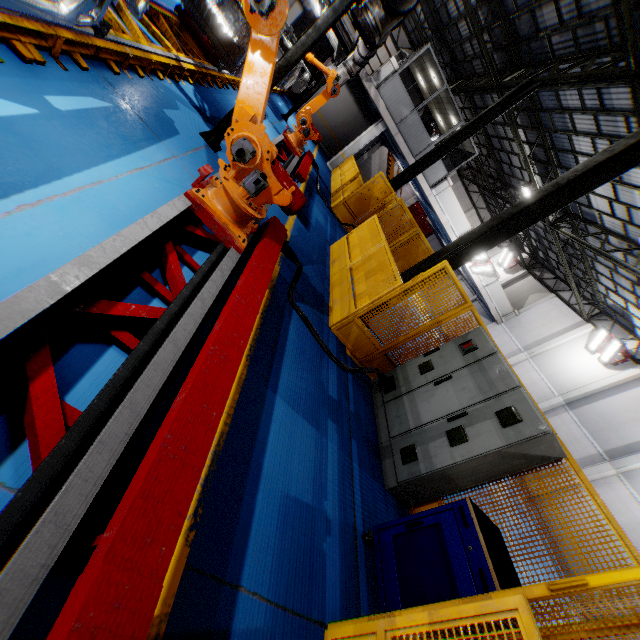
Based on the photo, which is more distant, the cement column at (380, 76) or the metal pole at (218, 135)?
the cement column at (380, 76)

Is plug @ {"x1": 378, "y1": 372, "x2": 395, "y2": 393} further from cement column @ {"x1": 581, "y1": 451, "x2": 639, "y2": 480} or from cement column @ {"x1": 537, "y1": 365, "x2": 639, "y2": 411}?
cement column @ {"x1": 537, "y1": 365, "x2": 639, "y2": 411}

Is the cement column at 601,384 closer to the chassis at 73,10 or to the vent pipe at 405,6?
the vent pipe at 405,6

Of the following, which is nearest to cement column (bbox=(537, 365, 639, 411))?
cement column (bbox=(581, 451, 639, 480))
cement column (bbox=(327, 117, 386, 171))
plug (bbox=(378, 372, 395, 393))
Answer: cement column (bbox=(581, 451, 639, 480))

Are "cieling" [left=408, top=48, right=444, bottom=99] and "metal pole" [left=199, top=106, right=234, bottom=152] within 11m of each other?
no

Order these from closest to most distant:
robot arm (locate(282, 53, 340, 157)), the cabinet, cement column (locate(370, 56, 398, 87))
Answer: the cabinet → robot arm (locate(282, 53, 340, 157)) → cement column (locate(370, 56, 398, 87))

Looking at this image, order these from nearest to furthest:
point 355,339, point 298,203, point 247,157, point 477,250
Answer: point 247,157, point 298,203, point 355,339, point 477,250

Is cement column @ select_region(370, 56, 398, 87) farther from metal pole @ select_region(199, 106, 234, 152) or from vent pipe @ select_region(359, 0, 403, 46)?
metal pole @ select_region(199, 106, 234, 152)
